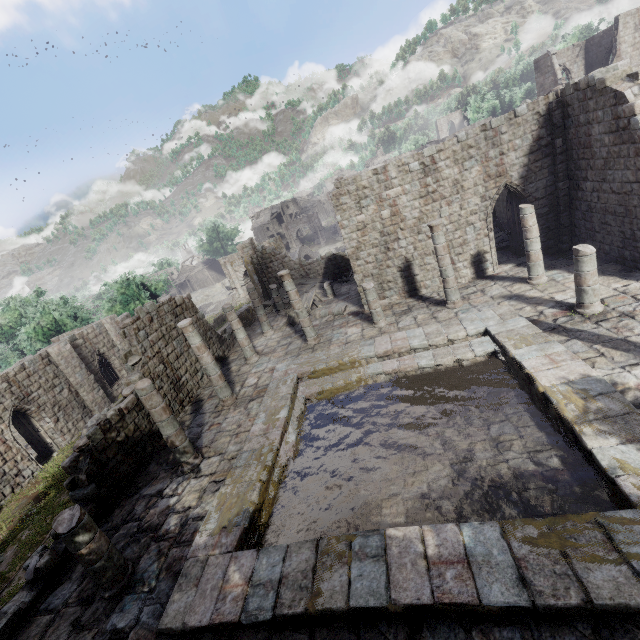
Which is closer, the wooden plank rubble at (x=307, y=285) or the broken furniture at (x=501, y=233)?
the broken furniture at (x=501, y=233)

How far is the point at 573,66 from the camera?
31.03m

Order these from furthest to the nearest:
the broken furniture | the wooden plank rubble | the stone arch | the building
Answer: the stone arch, the wooden plank rubble, the broken furniture, the building

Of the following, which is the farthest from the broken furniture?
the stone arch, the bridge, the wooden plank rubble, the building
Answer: the bridge

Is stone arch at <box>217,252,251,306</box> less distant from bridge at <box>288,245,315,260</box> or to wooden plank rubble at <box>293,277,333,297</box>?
bridge at <box>288,245,315,260</box>

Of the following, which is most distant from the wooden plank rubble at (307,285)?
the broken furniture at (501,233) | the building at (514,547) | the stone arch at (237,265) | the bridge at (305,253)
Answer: the bridge at (305,253)

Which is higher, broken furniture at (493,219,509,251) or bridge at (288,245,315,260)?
broken furniture at (493,219,509,251)

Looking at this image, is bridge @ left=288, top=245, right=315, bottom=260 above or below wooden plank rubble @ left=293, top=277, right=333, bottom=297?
below
